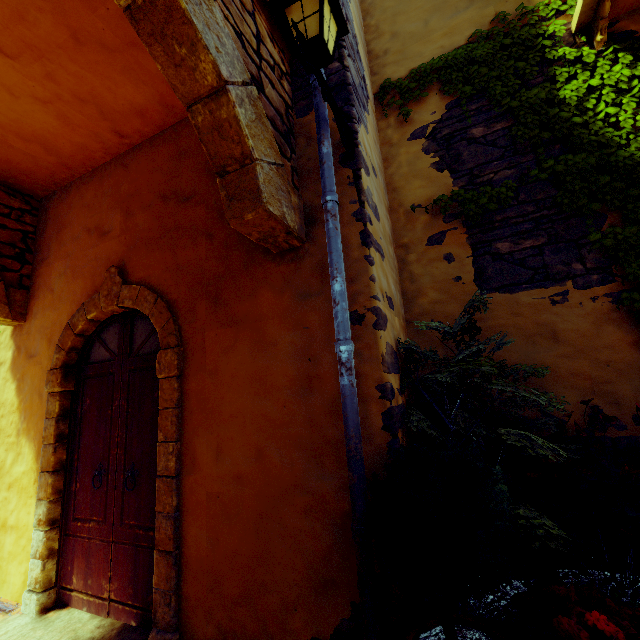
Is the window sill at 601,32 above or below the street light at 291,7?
above

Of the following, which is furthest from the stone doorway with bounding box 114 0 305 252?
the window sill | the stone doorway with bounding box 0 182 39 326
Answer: the stone doorway with bounding box 0 182 39 326

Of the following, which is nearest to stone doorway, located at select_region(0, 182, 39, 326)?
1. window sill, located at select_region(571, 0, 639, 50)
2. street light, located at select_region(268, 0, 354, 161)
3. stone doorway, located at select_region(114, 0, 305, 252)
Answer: stone doorway, located at select_region(114, 0, 305, 252)

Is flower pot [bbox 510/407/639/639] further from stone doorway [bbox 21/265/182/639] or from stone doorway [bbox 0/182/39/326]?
stone doorway [bbox 0/182/39/326]

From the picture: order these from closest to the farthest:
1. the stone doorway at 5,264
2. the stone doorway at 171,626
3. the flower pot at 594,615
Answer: the flower pot at 594,615
the stone doorway at 171,626
the stone doorway at 5,264

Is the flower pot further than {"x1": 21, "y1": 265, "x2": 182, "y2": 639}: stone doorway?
No

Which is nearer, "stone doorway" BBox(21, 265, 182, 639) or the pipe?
the pipe

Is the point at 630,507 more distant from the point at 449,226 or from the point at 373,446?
the point at 449,226
